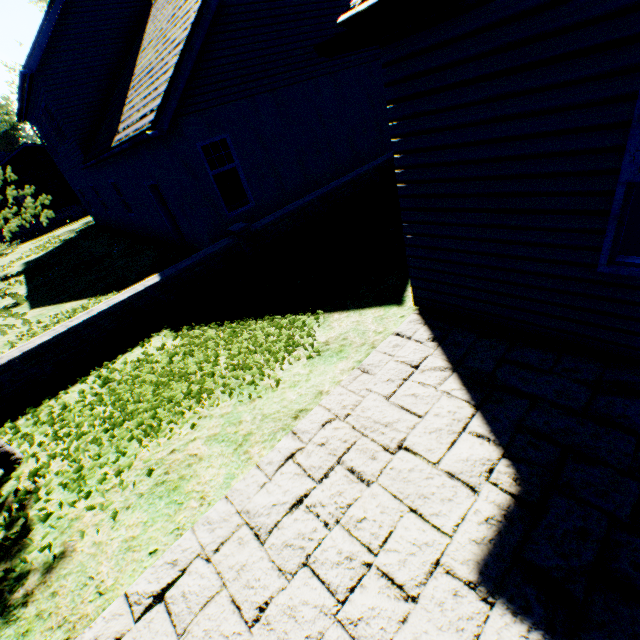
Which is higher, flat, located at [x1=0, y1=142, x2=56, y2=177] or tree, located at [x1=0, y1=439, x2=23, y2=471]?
flat, located at [x1=0, y1=142, x2=56, y2=177]

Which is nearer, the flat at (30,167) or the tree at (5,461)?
the tree at (5,461)

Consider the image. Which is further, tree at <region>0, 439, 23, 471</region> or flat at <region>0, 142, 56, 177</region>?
flat at <region>0, 142, 56, 177</region>

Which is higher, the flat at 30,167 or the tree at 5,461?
the flat at 30,167

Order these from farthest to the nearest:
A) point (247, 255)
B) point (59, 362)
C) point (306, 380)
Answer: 1. point (247, 255)
2. point (59, 362)
3. point (306, 380)
